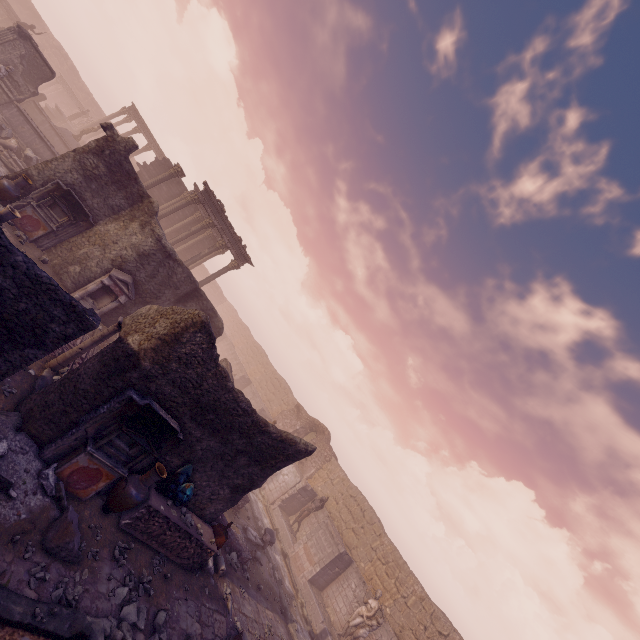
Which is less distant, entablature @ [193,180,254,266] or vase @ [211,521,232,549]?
vase @ [211,521,232,549]

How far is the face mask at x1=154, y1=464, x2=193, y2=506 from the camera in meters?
7.8 m

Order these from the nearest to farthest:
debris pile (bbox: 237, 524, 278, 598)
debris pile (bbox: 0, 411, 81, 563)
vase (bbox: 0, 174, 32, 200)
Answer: debris pile (bbox: 0, 411, 81, 563)
vase (bbox: 0, 174, 32, 200)
debris pile (bbox: 237, 524, 278, 598)

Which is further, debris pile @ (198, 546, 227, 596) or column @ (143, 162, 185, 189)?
column @ (143, 162, 185, 189)

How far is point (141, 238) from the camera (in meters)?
12.89

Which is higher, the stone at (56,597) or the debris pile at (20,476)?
the debris pile at (20,476)

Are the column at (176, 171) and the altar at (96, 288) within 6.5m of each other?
no

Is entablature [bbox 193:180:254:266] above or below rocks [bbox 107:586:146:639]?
above
